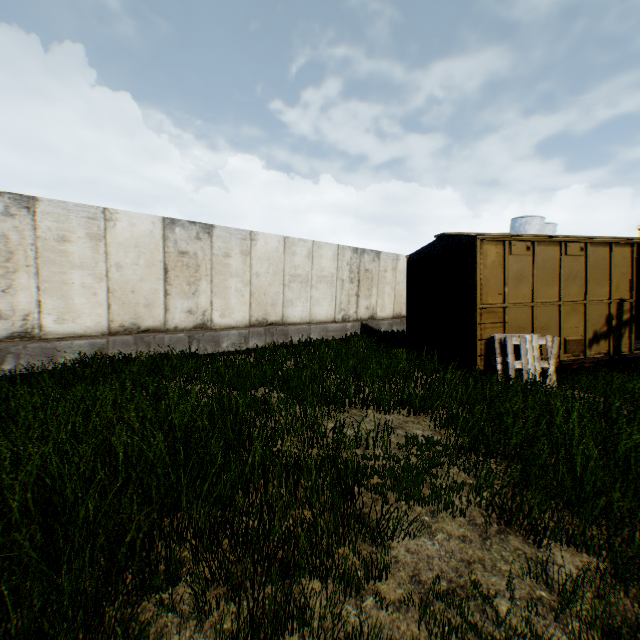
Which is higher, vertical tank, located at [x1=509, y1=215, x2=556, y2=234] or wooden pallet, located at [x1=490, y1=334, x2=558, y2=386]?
vertical tank, located at [x1=509, y1=215, x2=556, y2=234]

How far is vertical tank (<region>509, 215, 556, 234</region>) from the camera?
43.2 meters

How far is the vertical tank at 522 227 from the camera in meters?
43.2

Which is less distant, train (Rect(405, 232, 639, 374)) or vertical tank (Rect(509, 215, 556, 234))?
train (Rect(405, 232, 639, 374))

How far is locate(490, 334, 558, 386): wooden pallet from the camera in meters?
7.4 m

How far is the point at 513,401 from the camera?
5.94m

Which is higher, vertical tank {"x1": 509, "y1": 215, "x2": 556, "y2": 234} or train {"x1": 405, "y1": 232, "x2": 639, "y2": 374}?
vertical tank {"x1": 509, "y1": 215, "x2": 556, "y2": 234}

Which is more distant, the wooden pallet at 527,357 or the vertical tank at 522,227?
the vertical tank at 522,227
